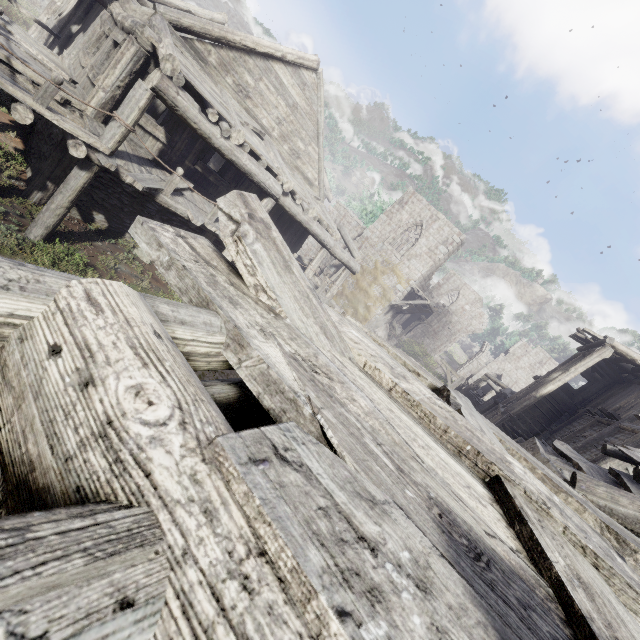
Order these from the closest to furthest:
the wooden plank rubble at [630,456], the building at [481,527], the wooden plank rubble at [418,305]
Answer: the building at [481,527]
the wooden plank rubble at [630,456]
the wooden plank rubble at [418,305]

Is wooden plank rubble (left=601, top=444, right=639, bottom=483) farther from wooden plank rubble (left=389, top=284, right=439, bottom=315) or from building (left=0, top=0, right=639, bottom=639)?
wooden plank rubble (left=389, top=284, right=439, bottom=315)

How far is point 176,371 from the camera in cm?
85

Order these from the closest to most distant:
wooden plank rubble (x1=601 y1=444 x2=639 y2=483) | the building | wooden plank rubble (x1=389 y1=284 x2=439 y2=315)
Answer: the building → wooden plank rubble (x1=601 y1=444 x2=639 y2=483) → wooden plank rubble (x1=389 y1=284 x2=439 y2=315)

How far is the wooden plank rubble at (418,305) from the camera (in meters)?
24.91

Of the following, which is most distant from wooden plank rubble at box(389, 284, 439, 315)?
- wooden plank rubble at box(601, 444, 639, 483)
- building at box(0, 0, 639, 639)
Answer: wooden plank rubble at box(601, 444, 639, 483)
